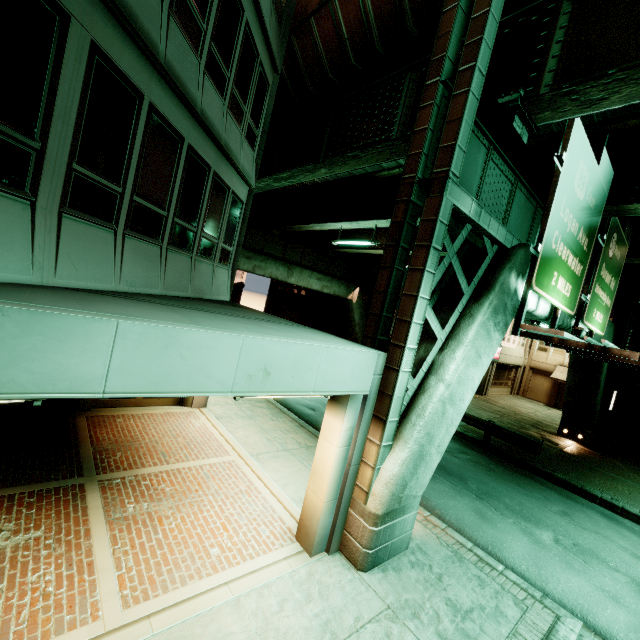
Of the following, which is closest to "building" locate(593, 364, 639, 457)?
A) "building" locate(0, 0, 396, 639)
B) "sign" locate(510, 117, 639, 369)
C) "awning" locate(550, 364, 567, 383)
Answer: "awning" locate(550, 364, 567, 383)

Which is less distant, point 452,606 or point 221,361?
point 221,361

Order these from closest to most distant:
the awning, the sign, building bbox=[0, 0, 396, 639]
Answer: building bbox=[0, 0, 396, 639], the sign, the awning

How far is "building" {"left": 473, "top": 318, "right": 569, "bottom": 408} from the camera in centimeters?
2795cm

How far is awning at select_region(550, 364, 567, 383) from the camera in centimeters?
2877cm

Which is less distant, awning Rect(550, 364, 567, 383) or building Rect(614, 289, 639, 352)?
building Rect(614, 289, 639, 352)

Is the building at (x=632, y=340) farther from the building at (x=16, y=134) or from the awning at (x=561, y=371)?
the building at (x=16, y=134)

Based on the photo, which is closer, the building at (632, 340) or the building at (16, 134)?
the building at (16, 134)
